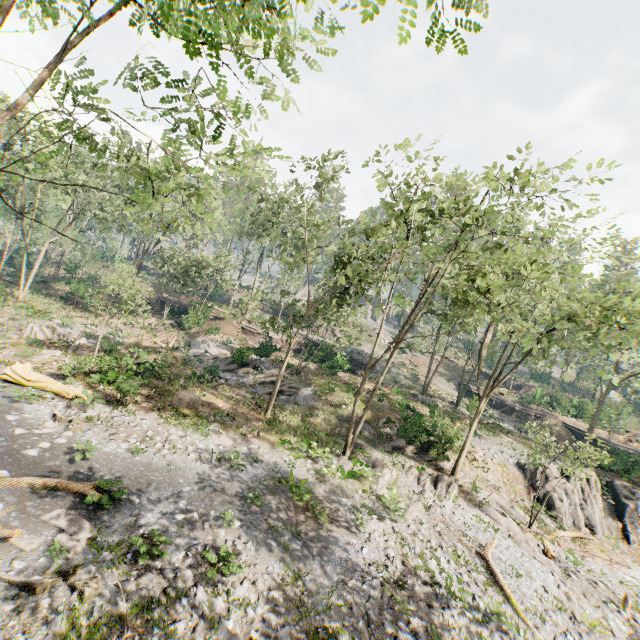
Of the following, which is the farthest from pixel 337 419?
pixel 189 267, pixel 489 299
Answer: pixel 189 267

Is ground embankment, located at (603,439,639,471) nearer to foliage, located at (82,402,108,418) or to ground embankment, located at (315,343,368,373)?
foliage, located at (82,402,108,418)

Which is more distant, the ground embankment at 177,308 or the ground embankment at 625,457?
the ground embankment at 177,308

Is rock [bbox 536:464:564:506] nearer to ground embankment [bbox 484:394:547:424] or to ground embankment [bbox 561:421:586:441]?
ground embankment [bbox 561:421:586:441]

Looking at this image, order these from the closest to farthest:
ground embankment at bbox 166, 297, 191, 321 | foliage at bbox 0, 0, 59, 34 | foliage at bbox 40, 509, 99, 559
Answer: foliage at bbox 0, 0, 59, 34 → foliage at bbox 40, 509, 99, 559 → ground embankment at bbox 166, 297, 191, 321

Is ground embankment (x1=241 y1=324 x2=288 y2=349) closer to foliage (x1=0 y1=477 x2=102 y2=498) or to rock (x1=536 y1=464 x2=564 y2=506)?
foliage (x1=0 y1=477 x2=102 y2=498)

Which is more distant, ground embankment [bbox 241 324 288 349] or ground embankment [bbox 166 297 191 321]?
ground embankment [bbox 166 297 191 321]

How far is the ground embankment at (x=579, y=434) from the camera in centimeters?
3879cm
